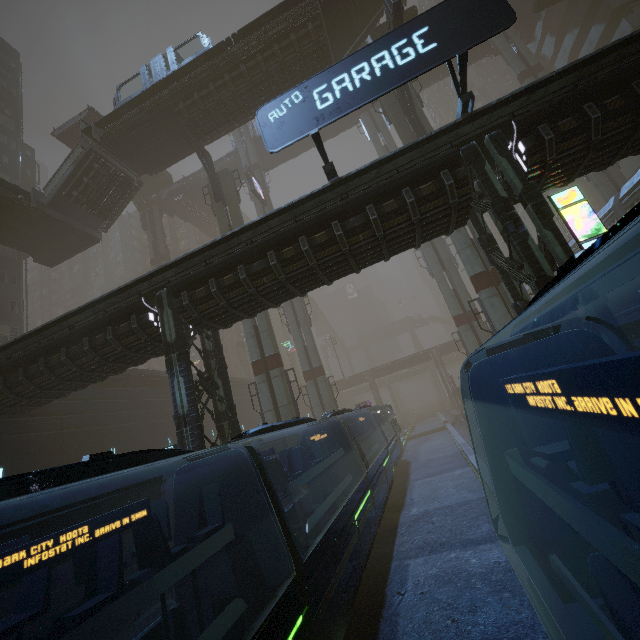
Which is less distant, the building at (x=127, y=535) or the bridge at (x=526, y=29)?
the building at (x=127, y=535)

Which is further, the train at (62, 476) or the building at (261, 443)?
the building at (261, 443)

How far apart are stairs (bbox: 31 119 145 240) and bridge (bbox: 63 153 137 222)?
0.0 meters

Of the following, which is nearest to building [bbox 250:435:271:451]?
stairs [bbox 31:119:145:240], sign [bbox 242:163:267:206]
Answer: stairs [bbox 31:119:145:240]

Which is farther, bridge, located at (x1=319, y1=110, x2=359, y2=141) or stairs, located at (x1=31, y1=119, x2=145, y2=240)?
bridge, located at (x1=319, y1=110, x2=359, y2=141)

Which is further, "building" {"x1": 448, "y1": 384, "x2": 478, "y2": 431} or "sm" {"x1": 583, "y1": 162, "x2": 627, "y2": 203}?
"building" {"x1": 448, "y1": 384, "x2": 478, "y2": 431}

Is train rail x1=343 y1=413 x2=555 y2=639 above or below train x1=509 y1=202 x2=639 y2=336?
below

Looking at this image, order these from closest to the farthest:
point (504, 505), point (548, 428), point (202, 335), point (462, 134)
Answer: point (548, 428), point (504, 505), point (462, 134), point (202, 335)
